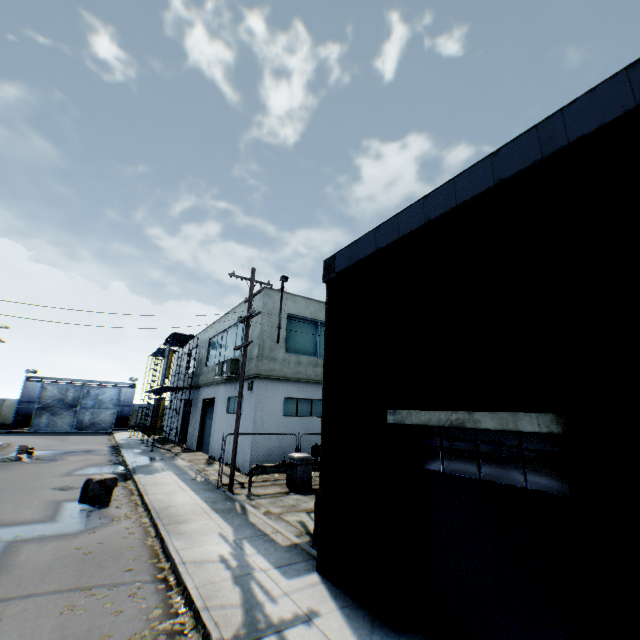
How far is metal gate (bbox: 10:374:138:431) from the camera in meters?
37.4 m

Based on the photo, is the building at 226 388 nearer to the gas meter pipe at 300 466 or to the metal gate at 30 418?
the gas meter pipe at 300 466

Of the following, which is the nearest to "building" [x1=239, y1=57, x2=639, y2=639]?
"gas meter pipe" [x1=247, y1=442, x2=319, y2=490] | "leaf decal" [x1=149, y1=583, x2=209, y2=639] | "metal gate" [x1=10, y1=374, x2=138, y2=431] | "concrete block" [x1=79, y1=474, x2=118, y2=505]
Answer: "leaf decal" [x1=149, y1=583, x2=209, y2=639]

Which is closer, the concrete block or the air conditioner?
the concrete block

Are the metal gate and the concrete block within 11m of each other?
no

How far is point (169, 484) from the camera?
13.7 meters

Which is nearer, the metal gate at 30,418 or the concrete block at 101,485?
the concrete block at 101,485

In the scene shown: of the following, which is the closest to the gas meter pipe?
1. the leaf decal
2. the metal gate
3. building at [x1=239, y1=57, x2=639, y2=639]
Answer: building at [x1=239, y1=57, x2=639, y2=639]
